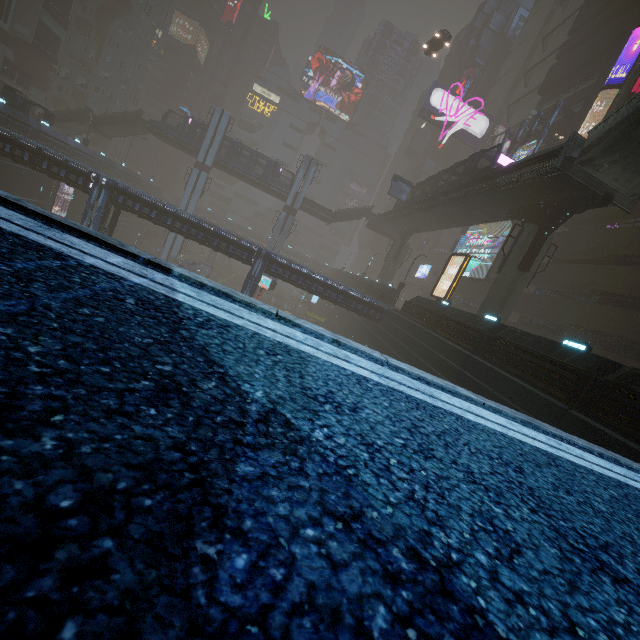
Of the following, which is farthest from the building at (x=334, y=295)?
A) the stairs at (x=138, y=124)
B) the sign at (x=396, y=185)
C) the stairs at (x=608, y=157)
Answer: the sign at (x=396, y=185)

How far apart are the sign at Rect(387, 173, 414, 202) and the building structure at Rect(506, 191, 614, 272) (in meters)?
21.04

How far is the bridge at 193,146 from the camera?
46.47m

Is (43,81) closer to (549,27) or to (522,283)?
(522,283)

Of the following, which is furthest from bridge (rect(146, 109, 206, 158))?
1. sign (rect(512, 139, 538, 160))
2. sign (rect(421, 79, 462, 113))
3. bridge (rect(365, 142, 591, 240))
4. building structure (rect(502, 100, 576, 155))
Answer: sign (rect(421, 79, 462, 113))

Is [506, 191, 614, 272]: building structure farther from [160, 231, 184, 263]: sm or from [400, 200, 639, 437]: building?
[160, 231, 184, 263]: sm

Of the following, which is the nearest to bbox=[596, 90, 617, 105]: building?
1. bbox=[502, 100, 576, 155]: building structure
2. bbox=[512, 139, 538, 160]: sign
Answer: bbox=[502, 100, 576, 155]: building structure

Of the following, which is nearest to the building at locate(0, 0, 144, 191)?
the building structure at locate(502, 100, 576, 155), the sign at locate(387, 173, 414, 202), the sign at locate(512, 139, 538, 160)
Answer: the building structure at locate(502, 100, 576, 155)
